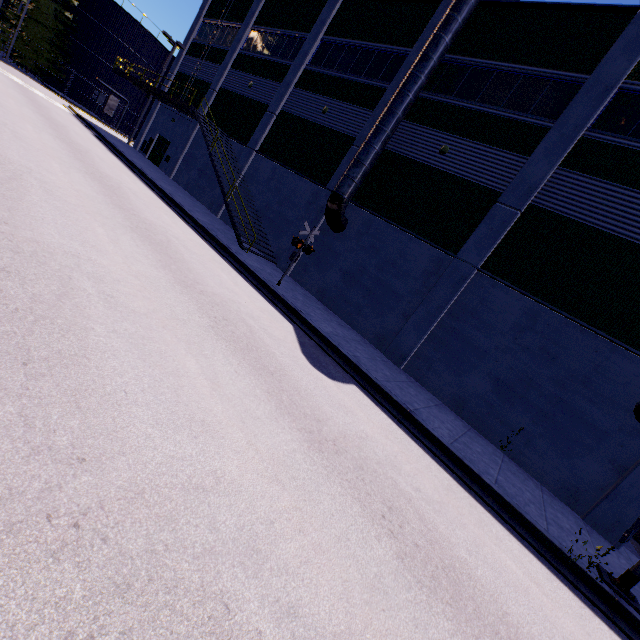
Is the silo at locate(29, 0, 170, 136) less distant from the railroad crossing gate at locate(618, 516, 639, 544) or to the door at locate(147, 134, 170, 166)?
A: the door at locate(147, 134, 170, 166)

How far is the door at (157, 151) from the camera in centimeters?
2777cm

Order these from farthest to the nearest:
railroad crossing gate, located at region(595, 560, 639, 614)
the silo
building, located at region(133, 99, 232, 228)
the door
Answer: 1. the silo
2. the door
3. building, located at region(133, 99, 232, 228)
4. railroad crossing gate, located at region(595, 560, 639, 614)

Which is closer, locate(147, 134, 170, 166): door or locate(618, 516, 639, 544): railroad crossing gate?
locate(618, 516, 639, 544): railroad crossing gate

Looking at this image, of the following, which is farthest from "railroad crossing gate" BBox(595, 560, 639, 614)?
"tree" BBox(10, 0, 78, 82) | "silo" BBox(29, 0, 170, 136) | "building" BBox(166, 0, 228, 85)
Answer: "silo" BBox(29, 0, 170, 136)

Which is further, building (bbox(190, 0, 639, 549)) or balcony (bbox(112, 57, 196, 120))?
balcony (bbox(112, 57, 196, 120))

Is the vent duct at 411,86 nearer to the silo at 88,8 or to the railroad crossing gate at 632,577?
the railroad crossing gate at 632,577

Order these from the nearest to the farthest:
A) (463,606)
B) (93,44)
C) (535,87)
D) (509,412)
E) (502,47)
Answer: (463,606)
(509,412)
(535,87)
(502,47)
(93,44)
